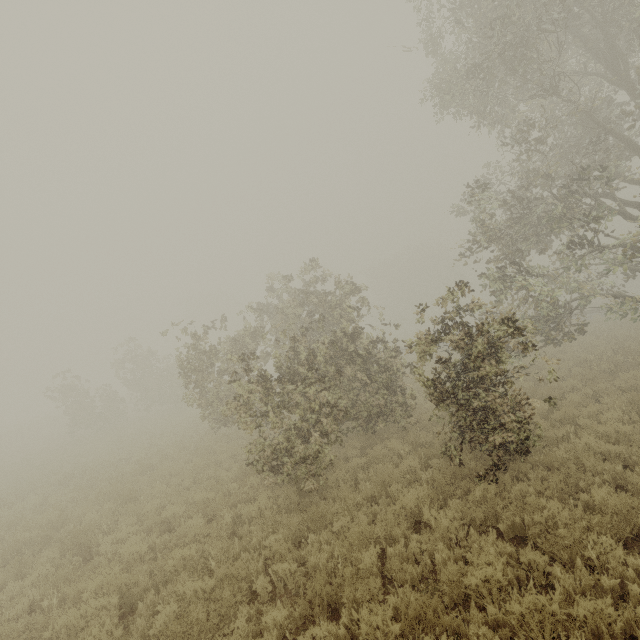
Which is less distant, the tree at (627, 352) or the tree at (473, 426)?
the tree at (473, 426)

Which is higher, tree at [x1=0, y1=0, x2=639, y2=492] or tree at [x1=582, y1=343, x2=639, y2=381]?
tree at [x1=0, y1=0, x2=639, y2=492]

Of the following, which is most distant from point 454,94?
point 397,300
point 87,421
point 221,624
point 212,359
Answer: point 397,300

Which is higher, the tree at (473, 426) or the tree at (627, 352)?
the tree at (473, 426)

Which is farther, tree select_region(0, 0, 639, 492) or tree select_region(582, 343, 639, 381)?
tree select_region(582, 343, 639, 381)
